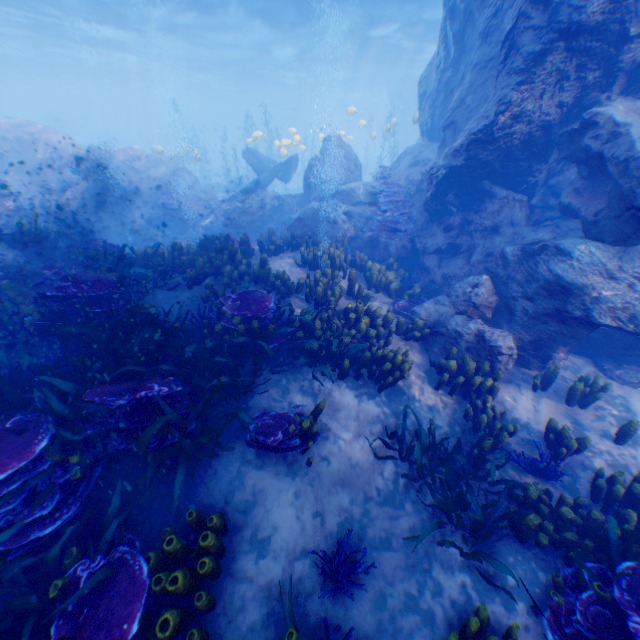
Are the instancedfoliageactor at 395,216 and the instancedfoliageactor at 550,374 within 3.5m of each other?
no

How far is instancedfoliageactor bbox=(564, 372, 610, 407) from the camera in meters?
6.1

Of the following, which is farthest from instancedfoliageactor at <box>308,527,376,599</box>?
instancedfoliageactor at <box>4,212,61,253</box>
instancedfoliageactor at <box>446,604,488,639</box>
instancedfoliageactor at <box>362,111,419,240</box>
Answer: instancedfoliageactor at <box>362,111,419,240</box>

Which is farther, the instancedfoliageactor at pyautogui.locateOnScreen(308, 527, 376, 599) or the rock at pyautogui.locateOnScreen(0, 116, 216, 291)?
the rock at pyautogui.locateOnScreen(0, 116, 216, 291)

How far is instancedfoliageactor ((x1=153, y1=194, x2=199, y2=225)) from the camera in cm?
1552

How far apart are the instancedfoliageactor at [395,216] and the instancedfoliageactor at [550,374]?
10.0m

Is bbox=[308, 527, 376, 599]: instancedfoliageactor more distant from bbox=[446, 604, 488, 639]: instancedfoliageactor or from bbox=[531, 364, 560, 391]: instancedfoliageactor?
bbox=[531, 364, 560, 391]: instancedfoliageactor

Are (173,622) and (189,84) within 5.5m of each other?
no
